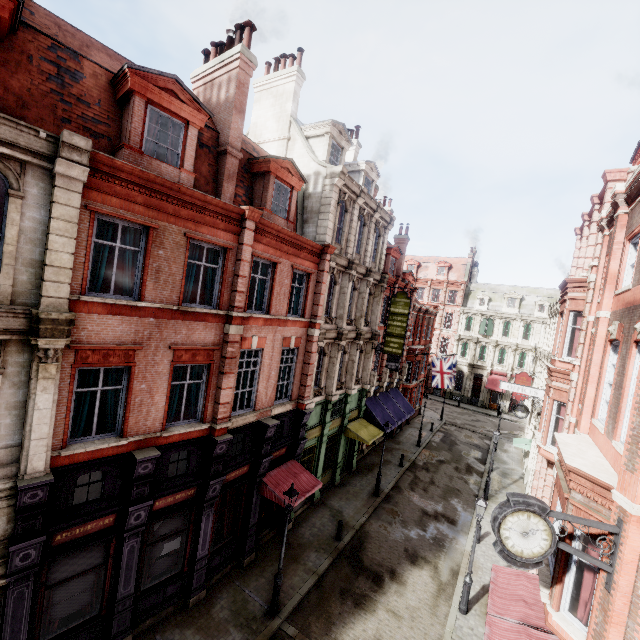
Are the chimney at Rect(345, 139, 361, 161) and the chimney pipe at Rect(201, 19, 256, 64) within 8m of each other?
no

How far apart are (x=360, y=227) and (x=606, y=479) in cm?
1631

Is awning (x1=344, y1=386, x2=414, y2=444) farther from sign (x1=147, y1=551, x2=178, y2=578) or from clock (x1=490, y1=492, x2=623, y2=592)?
clock (x1=490, y1=492, x2=623, y2=592)

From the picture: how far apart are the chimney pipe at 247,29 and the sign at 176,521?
17.2m

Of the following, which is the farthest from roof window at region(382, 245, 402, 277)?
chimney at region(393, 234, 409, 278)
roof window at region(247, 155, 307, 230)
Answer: roof window at region(247, 155, 307, 230)

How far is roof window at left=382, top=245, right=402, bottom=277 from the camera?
25.50m

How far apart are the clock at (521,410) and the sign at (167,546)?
21.8 meters

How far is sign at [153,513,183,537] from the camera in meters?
10.6
